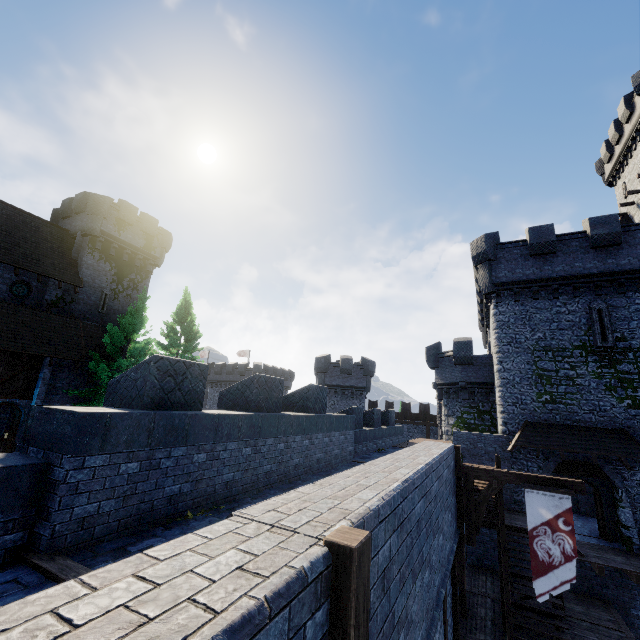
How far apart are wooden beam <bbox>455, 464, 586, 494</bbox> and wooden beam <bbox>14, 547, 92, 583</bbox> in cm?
971

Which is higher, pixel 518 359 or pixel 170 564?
pixel 518 359

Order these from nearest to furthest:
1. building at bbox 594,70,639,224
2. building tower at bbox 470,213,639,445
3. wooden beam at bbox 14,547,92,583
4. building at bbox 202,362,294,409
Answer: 1. wooden beam at bbox 14,547,92,583
2. building tower at bbox 470,213,639,445
3. building at bbox 594,70,639,224
4. building at bbox 202,362,294,409

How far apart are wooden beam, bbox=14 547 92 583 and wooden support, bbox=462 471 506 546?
9.7m

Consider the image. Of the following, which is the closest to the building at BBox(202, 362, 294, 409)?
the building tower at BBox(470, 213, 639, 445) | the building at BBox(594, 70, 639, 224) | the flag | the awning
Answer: the building tower at BBox(470, 213, 639, 445)

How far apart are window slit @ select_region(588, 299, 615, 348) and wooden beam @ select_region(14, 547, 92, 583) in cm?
2216

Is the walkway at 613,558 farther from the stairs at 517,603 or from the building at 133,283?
the building at 133,283

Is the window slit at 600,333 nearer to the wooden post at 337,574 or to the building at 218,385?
the wooden post at 337,574
